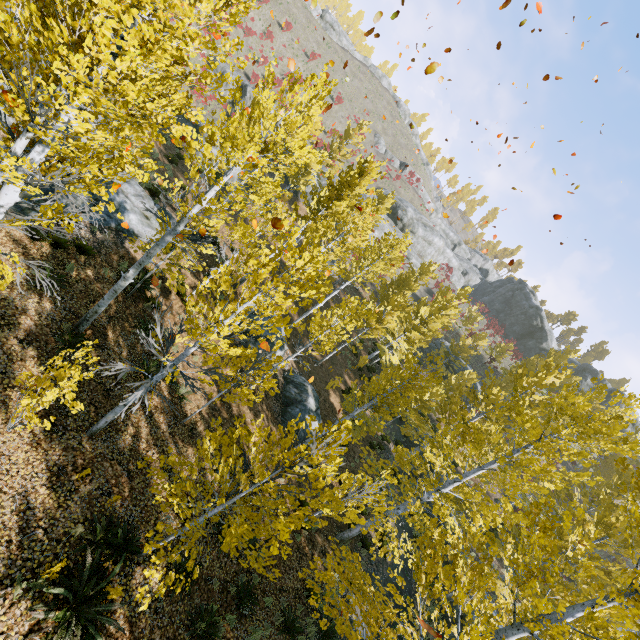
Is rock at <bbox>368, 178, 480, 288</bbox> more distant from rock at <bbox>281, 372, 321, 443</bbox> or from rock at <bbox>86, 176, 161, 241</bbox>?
Result: rock at <bbox>86, 176, 161, 241</bbox>

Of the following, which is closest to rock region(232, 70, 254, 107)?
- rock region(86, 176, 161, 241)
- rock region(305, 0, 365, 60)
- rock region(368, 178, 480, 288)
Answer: rock region(368, 178, 480, 288)

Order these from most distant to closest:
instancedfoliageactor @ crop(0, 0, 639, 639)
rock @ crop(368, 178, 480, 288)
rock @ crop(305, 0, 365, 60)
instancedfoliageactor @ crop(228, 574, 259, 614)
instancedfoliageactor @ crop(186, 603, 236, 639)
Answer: rock @ crop(305, 0, 365, 60)
rock @ crop(368, 178, 480, 288)
instancedfoliageactor @ crop(228, 574, 259, 614)
instancedfoliageactor @ crop(186, 603, 236, 639)
instancedfoliageactor @ crop(0, 0, 639, 639)

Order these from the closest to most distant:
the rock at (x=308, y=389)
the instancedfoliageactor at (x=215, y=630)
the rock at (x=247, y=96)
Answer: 1. the instancedfoliageactor at (x=215, y=630)
2. the rock at (x=308, y=389)
3. the rock at (x=247, y=96)

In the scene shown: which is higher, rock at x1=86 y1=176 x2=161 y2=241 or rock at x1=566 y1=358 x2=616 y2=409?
rock at x1=566 y1=358 x2=616 y2=409

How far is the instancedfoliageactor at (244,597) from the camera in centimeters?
848cm

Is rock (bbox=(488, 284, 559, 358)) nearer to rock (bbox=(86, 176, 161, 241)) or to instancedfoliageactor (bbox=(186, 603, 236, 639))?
instancedfoliageactor (bbox=(186, 603, 236, 639))

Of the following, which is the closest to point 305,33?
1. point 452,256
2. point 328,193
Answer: point 452,256
